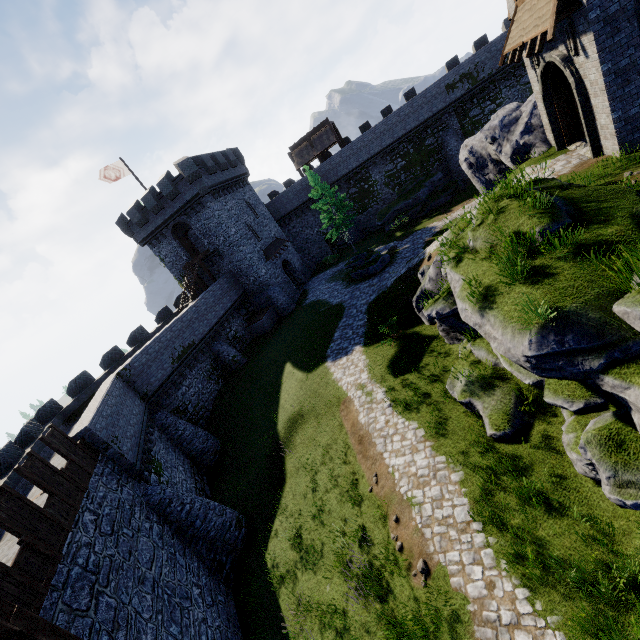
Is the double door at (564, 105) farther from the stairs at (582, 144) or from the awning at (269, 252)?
the awning at (269, 252)

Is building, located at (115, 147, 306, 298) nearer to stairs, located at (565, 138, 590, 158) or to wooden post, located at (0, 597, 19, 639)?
stairs, located at (565, 138, 590, 158)

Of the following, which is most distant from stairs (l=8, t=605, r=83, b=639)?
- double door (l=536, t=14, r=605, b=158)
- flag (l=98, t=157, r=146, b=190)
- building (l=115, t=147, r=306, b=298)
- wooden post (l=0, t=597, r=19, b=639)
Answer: flag (l=98, t=157, r=146, b=190)

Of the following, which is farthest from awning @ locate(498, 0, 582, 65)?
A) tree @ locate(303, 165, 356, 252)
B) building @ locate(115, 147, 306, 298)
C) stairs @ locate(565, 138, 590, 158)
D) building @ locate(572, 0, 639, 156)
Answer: building @ locate(115, 147, 306, 298)

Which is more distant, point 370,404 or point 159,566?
point 370,404

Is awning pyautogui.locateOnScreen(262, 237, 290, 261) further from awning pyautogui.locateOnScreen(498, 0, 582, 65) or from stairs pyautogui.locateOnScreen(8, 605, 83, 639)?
stairs pyautogui.locateOnScreen(8, 605, 83, 639)

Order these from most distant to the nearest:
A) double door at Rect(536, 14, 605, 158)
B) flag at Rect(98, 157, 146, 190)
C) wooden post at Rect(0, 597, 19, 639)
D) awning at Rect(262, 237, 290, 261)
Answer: awning at Rect(262, 237, 290, 261) → flag at Rect(98, 157, 146, 190) → double door at Rect(536, 14, 605, 158) → wooden post at Rect(0, 597, 19, 639)

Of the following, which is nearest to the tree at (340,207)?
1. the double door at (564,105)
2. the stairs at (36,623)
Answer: the double door at (564,105)
